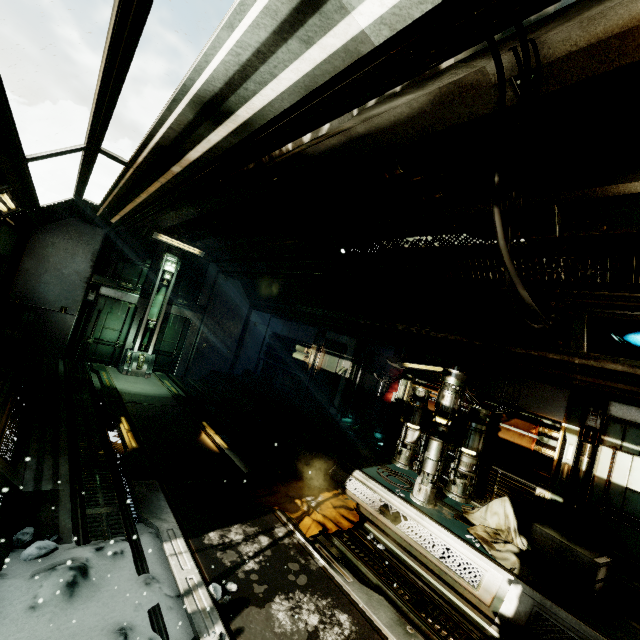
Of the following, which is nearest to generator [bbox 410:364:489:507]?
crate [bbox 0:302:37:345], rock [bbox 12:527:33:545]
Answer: rock [bbox 12:527:33:545]

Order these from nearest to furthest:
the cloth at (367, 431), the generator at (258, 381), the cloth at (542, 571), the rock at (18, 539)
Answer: the rock at (18, 539), the cloth at (542, 571), the cloth at (367, 431), the generator at (258, 381)

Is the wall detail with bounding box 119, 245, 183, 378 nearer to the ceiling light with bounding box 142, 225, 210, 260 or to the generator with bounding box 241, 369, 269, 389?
the ceiling light with bounding box 142, 225, 210, 260

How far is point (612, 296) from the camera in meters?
3.6

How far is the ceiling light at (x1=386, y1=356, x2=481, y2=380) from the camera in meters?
6.4 m

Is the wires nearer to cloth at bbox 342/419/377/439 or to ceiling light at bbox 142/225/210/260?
cloth at bbox 342/419/377/439

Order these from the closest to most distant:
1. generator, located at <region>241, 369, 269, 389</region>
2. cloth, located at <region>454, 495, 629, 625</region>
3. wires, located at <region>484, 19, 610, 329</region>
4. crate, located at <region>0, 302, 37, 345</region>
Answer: wires, located at <region>484, 19, 610, 329</region>, cloth, located at <region>454, 495, 629, 625</region>, crate, located at <region>0, 302, 37, 345</region>, generator, located at <region>241, 369, 269, 389</region>

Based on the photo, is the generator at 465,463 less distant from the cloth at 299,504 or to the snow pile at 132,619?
the cloth at 299,504
